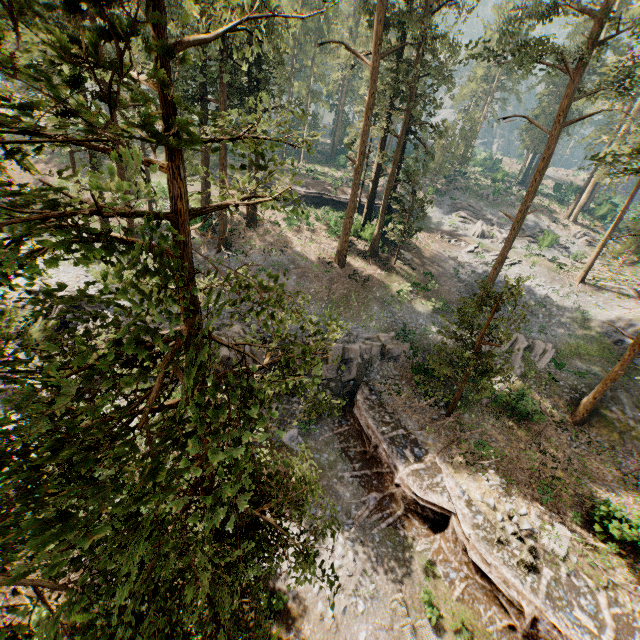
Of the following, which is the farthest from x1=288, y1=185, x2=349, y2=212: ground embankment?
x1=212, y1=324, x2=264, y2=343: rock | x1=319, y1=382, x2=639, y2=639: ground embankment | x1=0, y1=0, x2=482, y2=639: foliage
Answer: x1=319, y1=382, x2=639, y2=639: ground embankment

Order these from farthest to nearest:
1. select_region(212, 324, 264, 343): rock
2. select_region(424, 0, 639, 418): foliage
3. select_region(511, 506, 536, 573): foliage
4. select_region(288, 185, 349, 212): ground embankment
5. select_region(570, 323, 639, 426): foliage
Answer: select_region(288, 185, 349, 212): ground embankment, select_region(212, 324, 264, 343): rock, select_region(570, 323, 639, 426): foliage, select_region(424, 0, 639, 418): foliage, select_region(511, 506, 536, 573): foliage

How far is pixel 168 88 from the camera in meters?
2.9 m

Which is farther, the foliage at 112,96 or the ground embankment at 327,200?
the ground embankment at 327,200

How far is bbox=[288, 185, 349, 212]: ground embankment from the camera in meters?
41.8

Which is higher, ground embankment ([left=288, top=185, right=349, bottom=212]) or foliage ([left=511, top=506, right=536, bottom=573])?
ground embankment ([left=288, top=185, right=349, bottom=212])

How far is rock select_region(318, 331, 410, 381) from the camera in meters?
21.4 m

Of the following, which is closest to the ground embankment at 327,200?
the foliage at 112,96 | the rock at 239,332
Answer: the foliage at 112,96
